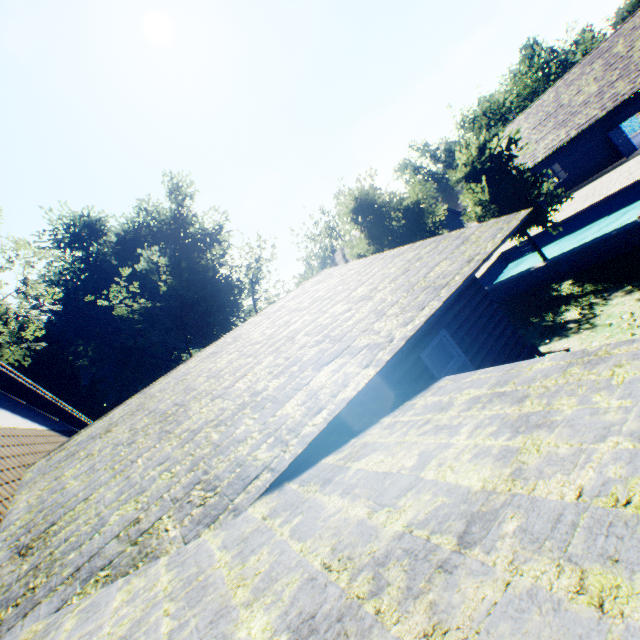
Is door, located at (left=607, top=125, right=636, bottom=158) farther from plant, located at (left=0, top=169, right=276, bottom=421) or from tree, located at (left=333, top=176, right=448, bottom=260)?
plant, located at (left=0, top=169, right=276, bottom=421)

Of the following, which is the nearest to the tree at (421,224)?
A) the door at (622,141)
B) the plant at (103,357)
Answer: the plant at (103,357)

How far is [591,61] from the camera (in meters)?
24.83

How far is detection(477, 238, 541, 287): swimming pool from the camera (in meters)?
21.44

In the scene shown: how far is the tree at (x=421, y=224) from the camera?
16.2 meters

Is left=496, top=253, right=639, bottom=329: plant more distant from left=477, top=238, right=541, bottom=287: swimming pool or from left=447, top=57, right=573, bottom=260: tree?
left=477, top=238, right=541, bottom=287: swimming pool
